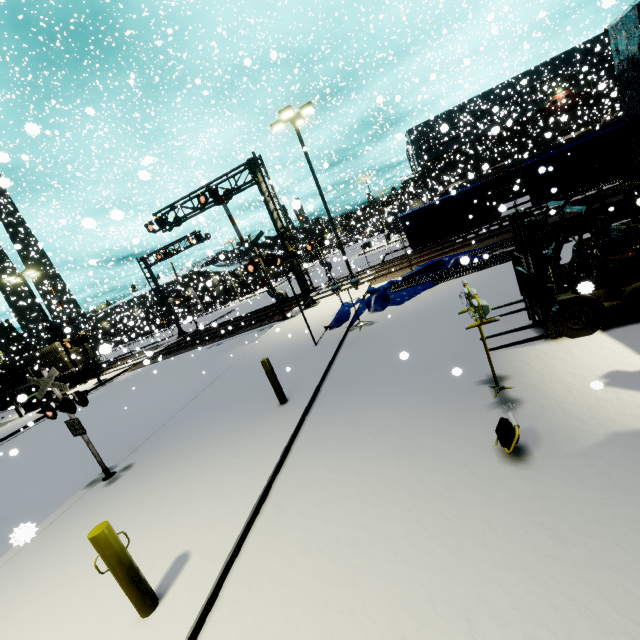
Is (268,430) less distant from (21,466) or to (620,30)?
(620,30)

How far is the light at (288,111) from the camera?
15.8m

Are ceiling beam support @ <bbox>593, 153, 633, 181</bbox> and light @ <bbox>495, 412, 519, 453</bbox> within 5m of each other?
no

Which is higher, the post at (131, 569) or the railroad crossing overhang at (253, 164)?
the railroad crossing overhang at (253, 164)

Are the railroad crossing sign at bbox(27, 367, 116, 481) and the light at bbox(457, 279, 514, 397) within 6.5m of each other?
no

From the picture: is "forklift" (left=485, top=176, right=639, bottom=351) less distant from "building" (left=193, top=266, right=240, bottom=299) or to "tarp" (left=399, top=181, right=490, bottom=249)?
"building" (left=193, top=266, right=240, bottom=299)

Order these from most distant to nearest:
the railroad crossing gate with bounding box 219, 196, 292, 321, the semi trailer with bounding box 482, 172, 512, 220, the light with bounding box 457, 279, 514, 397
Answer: the semi trailer with bounding box 482, 172, 512, 220, the railroad crossing gate with bounding box 219, 196, 292, 321, the light with bounding box 457, 279, 514, 397

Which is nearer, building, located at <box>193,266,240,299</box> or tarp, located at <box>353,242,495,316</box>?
tarp, located at <box>353,242,495,316</box>
